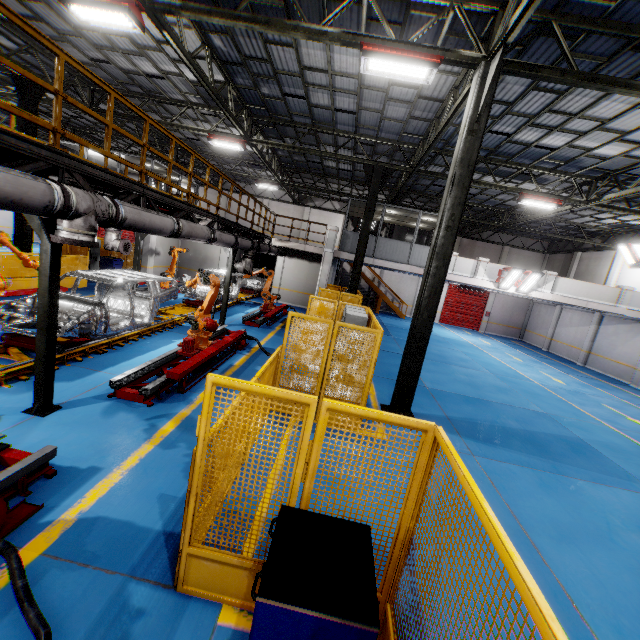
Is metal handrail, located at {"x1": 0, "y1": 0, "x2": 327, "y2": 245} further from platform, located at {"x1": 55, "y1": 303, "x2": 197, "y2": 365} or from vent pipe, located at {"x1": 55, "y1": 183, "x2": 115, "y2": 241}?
platform, located at {"x1": 55, "y1": 303, "x2": 197, "y2": 365}

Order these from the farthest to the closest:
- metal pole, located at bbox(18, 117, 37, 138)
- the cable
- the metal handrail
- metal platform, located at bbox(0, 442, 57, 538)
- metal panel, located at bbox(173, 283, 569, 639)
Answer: metal pole, located at bbox(18, 117, 37, 138)
the metal handrail
metal platform, located at bbox(0, 442, 57, 538)
the cable
metal panel, located at bbox(173, 283, 569, 639)

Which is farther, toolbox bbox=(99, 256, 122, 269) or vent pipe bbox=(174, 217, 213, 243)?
toolbox bbox=(99, 256, 122, 269)

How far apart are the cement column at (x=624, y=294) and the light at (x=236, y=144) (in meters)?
21.02

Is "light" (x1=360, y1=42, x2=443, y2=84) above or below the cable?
above

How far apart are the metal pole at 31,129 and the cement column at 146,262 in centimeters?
556cm

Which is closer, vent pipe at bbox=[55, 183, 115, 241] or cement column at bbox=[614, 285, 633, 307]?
vent pipe at bbox=[55, 183, 115, 241]

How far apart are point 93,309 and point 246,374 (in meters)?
4.00
